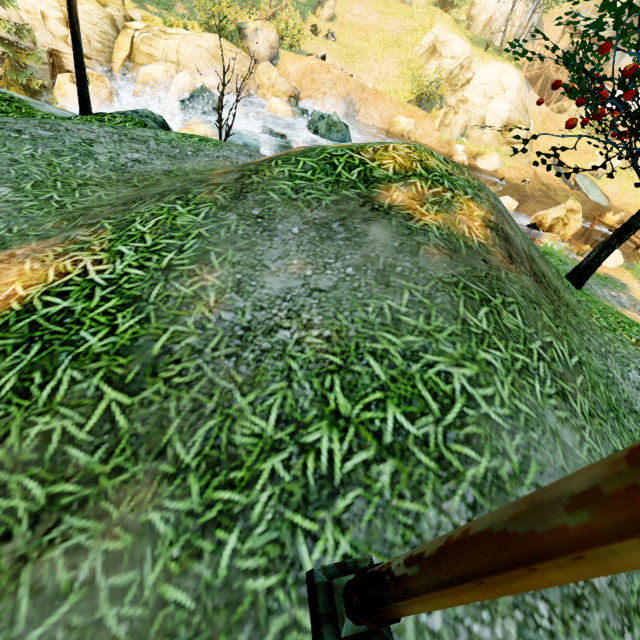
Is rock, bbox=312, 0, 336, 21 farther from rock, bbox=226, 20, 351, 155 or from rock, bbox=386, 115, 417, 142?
rock, bbox=386, 115, 417, 142

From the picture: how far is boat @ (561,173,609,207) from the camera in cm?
2677

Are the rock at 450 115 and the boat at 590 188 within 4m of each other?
no

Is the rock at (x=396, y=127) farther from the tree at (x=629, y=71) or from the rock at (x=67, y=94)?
the tree at (x=629, y=71)

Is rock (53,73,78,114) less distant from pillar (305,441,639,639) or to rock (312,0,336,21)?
rock (312,0,336,21)

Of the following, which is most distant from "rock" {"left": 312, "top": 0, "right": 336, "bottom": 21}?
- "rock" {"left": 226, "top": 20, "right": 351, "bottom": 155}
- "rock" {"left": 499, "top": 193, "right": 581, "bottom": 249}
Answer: "rock" {"left": 499, "top": 193, "right": 581, "bottom": 249}

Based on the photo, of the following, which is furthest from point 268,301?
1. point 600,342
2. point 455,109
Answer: point 455,109

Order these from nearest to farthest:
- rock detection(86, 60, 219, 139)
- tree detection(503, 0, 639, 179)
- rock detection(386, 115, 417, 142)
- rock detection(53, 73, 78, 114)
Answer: tree detection(503, 0, 639, 179) < rock detection(86, 60, 219, 139) < rock detection(53, 73, 78, 114) < rock detection(386, 115, 417, 142)
